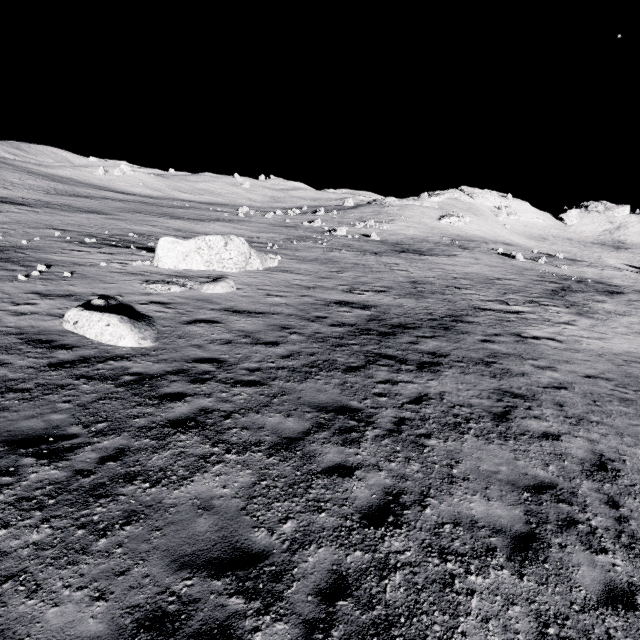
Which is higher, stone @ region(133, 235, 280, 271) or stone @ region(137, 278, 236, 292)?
stone @ region(133, 235, 280, 271)

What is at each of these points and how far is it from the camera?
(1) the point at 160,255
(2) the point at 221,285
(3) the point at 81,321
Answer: (1) stone, 18.0m
(2) stone, 16.1m
(3) stone, 9.8m

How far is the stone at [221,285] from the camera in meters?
14.5

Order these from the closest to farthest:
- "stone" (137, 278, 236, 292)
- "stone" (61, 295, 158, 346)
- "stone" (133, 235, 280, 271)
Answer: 1. "stone" (61, 295, 158, 346)
2. "stone" (137, 278, 236, 292)
3. "stone" (133, 235, 280, 271)

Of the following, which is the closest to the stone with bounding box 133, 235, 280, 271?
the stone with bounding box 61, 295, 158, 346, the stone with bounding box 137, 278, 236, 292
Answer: the stone with bounding box 137, 278, 236, 292

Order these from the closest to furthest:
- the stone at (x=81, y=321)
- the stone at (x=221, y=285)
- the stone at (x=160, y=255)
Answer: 1. the stone at (x=81, y=321)
2. the stone at (x=221, y=285)
3. the stone at (x=160, y=255)

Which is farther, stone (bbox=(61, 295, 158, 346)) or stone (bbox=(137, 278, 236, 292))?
stone (bbox=(137, 278, 236, 292))
